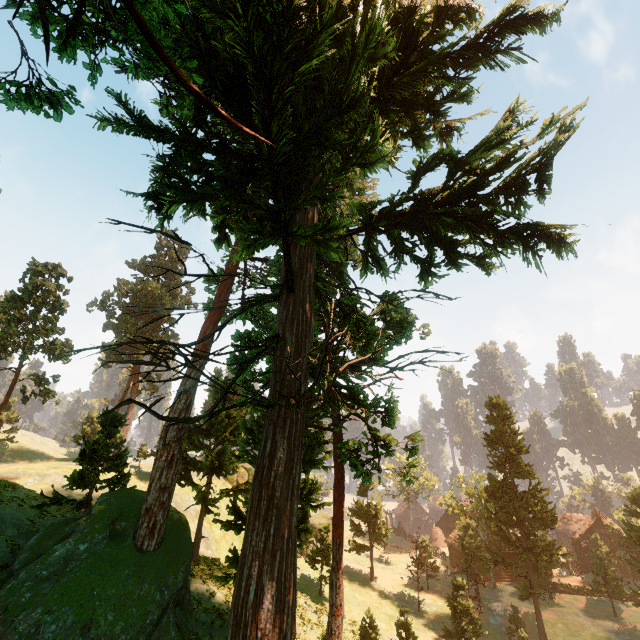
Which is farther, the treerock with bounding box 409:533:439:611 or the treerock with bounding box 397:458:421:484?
the treerock with bounding box 409:533:439:611

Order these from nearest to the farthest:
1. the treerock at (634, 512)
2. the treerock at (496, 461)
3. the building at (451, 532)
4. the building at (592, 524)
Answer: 1. the treerock at (496, 461)
2. the treerock at (634, 512)
3. the building at (592, 524)
4. the building at (451, 532)

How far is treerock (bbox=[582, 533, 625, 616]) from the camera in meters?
36.9 m

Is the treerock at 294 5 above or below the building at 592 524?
above

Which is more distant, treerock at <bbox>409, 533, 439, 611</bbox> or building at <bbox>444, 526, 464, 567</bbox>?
building at <bbox>444, 526, 464, 567</bbox>

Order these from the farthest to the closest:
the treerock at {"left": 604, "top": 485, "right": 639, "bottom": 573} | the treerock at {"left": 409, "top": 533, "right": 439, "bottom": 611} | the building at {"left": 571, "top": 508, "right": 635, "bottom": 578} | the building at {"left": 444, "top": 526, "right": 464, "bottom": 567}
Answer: the building at {"left": 444, "top": 526, "right": 464, "bottom": 567} < the building at {"left": 571, "top": 508, "right": 635, "bottom": 578} < the treerock at {"left": 409, "top": 533, "right": 439, "bottom": 611} < the treerock at {"left": 604, "top": 485, "right": 639, "bottom": 573}

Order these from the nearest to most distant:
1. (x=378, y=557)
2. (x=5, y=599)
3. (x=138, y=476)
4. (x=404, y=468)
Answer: (x=404, y=468), (x=5, y=599), (x=138, y=476), (x=378, y=557)
